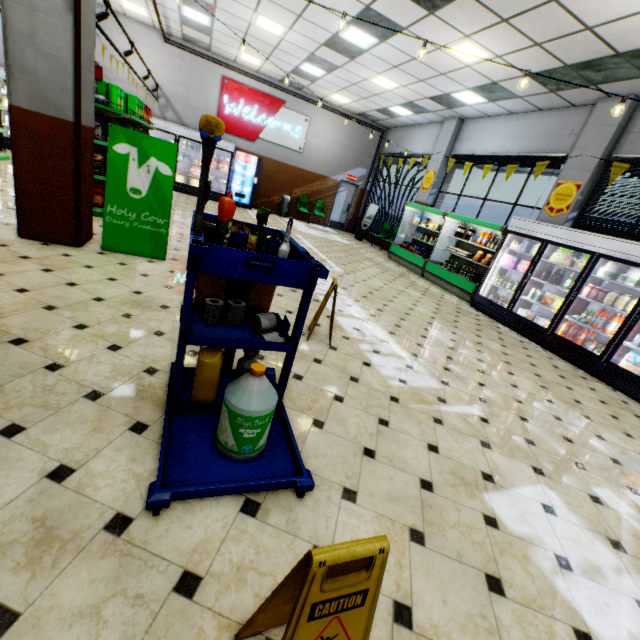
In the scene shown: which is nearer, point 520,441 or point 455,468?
point 455,468

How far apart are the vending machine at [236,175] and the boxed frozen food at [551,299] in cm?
1127

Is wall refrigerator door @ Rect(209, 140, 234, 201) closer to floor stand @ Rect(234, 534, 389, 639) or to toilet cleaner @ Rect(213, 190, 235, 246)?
toilet cleaner @ Rect(213, 190, 235, 246)

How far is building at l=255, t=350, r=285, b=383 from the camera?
3.08m

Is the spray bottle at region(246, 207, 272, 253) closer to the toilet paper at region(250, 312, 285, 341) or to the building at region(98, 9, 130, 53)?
the toilet paper at region(250, 312, 285, 341)

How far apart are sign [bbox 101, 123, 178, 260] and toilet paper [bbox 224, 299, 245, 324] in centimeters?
328cm

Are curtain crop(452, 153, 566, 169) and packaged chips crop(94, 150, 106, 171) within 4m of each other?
no

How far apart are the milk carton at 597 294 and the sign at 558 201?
2.2m
